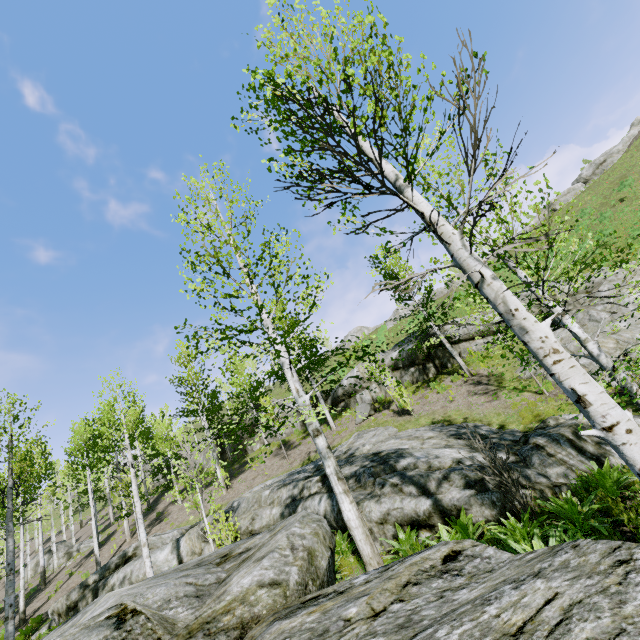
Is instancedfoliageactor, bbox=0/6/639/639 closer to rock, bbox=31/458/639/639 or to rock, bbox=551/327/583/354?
rock, bbox=31/458/639/639

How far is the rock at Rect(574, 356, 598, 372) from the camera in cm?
1105

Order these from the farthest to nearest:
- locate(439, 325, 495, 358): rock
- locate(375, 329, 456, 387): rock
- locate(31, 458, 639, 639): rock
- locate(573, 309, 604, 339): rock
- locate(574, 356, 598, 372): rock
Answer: locate(375, 329, 456, 387): rock
locate(439, 325, 495, 358): rock
locate(573, 309, 604, 339): rock
locate(574, 356, 598, 372): rock
locate(31, 458, 639, 639): rock

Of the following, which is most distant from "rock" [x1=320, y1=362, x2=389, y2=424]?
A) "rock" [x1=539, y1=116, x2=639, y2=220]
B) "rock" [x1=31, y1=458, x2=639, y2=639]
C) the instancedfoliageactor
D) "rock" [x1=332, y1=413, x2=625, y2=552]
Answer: "rock" [x1=539, y1=116, x2=639, y2=220]

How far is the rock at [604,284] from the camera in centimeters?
1386cm

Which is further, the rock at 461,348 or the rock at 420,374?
the rock at 420,374

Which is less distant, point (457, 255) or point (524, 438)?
point (457, 255)

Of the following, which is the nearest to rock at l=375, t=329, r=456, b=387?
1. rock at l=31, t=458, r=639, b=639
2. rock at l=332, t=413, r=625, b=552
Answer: rock at l=332, t=413, r=625, b=552
